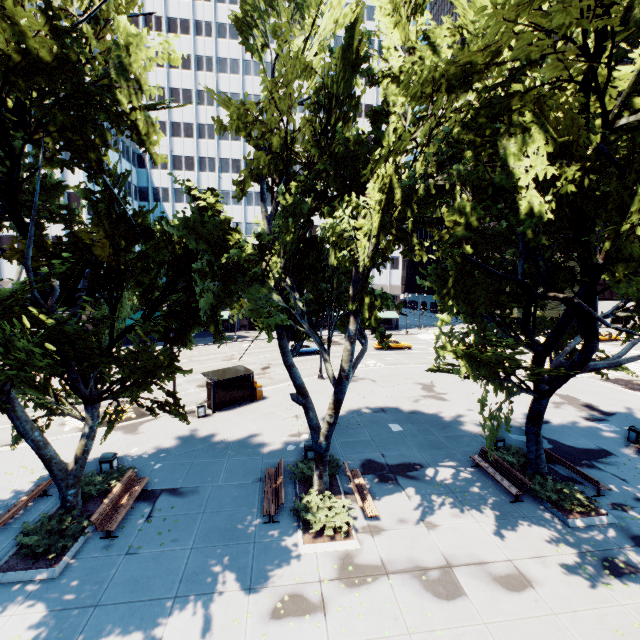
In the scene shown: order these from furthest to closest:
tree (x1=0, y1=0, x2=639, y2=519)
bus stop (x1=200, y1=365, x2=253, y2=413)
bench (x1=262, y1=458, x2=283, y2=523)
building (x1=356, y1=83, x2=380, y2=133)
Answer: building (x1=356, y1=83, x2=380, y2=133), bus stop (x1=200, y1=365, x2=253, y2=413), bench (x1=262, y1=458, x2=283, y2=523), tree (x1=0, y1=0, x2=639, y2=519)

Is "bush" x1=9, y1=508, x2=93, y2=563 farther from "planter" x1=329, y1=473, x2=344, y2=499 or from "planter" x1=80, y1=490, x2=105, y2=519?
"planter" x1=329, y1=473, x2=344, y2=499

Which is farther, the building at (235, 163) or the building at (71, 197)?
the building at (235, 163)

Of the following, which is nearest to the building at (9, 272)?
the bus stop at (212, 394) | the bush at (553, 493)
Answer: the bus stop at (212, 394)

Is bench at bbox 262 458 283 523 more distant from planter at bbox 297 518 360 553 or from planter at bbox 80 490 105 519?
planter at bbox 80 490 105 519

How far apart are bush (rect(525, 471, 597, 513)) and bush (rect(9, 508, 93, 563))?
16.4 meters

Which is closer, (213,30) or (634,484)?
(634,484)

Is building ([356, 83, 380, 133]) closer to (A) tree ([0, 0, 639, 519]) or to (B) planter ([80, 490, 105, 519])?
(A) tree ([0, 0, 639, 519])
